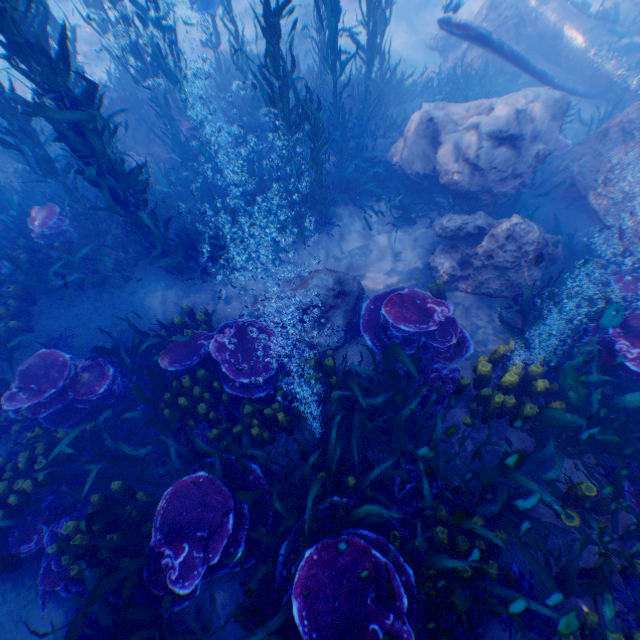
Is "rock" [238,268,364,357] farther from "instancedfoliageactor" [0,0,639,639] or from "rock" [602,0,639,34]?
"rock" [602,0,639,34]

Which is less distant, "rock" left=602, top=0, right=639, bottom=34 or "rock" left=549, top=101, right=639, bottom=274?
"rock" left=549, top=101, right=639, bottom=274

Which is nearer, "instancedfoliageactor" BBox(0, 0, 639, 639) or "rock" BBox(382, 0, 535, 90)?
"instancedfoliageactor" BBox(0, 0, 639, 639)

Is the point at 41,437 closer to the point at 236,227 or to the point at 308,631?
the point at 308,631

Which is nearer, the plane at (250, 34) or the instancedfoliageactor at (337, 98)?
the instancedfoliageactor at (337, 98)

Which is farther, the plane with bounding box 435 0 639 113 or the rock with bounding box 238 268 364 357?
the plane with bounding box 435 0 639 113

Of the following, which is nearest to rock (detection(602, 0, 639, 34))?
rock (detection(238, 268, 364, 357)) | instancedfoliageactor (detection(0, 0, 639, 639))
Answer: instancedfoliageactor (detection(0, 0, 639, 639))

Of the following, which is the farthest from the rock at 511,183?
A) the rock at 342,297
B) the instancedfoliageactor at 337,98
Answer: the rock at 342,297
